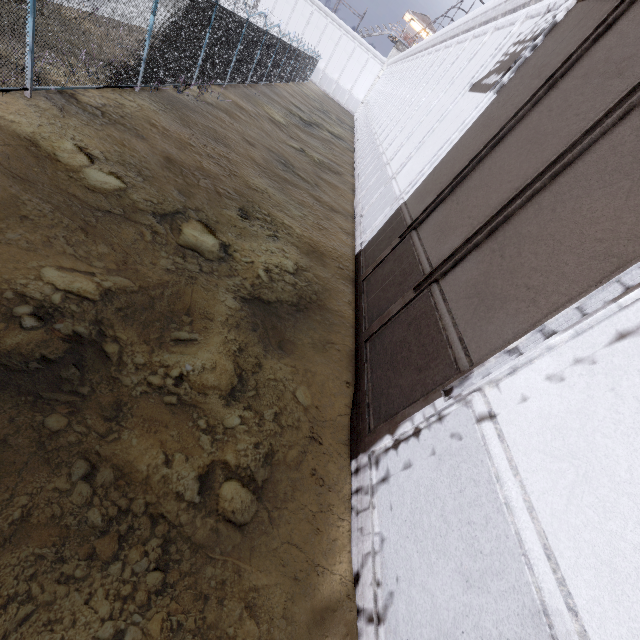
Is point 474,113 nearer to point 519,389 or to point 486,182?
point 486,182
